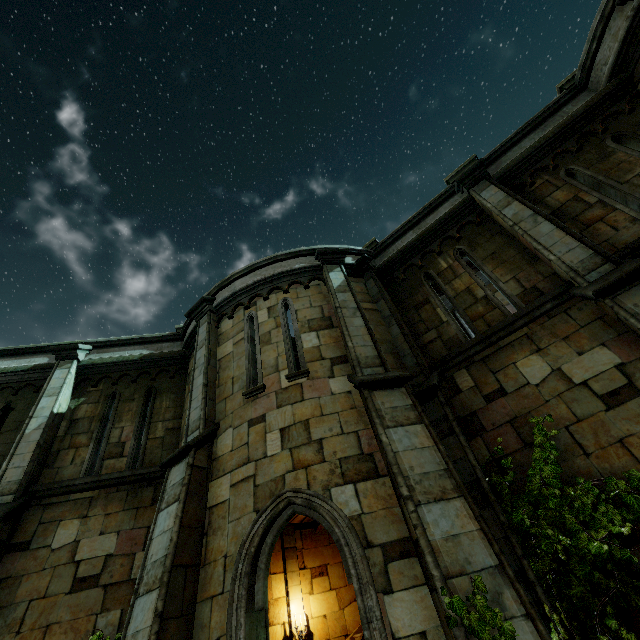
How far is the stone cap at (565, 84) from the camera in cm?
776

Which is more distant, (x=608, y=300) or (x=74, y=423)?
(x=74, y=423)

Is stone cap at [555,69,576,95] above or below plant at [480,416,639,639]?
above

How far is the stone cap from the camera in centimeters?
776cm

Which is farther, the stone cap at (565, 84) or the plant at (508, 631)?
the stone cap at (565, 84)

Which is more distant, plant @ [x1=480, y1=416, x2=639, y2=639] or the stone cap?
the stone cap
